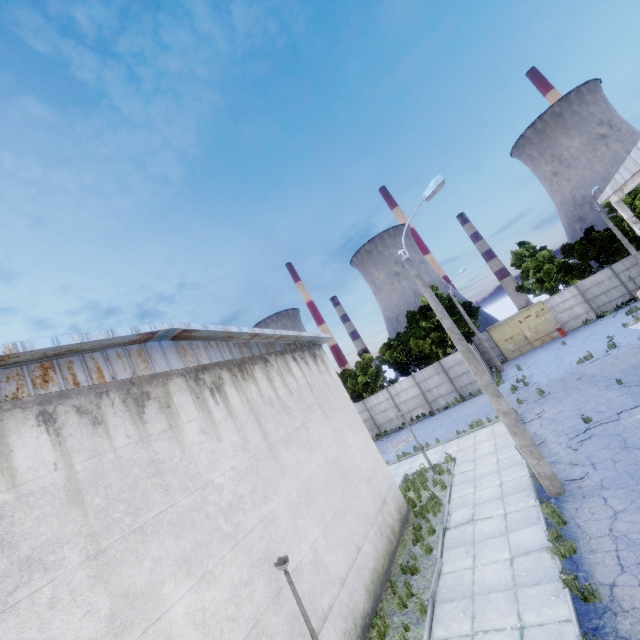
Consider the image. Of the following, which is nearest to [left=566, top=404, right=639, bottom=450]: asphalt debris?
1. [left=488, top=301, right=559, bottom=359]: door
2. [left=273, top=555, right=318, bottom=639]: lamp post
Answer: [left=273, top=555, right=318, bottom=639]: lamp post

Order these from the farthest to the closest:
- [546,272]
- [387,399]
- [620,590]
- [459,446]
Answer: [546,272] → [387,399] → [459,446] → [620,590]

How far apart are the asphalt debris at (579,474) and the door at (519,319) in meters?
25.4 m

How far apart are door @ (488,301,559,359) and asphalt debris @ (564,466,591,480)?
25.4 meters

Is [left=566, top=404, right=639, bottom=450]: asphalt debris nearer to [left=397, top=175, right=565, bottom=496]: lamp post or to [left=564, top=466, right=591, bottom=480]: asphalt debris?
[left=564, top=466, right=591, bottom=480]: asphalt debris

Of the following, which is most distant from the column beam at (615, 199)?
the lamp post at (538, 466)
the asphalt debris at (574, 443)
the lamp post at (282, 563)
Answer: the lamp post at (282, 563)

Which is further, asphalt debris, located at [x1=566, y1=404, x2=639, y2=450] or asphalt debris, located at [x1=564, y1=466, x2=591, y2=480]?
asphalt debris, located at [x1=566, y1=404, x2=639, y2=450]

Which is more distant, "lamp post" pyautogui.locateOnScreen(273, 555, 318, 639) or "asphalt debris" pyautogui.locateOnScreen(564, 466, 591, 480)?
"asphalt debris" pyautogui.locateOnScreen(564, 466, 591, 480)
